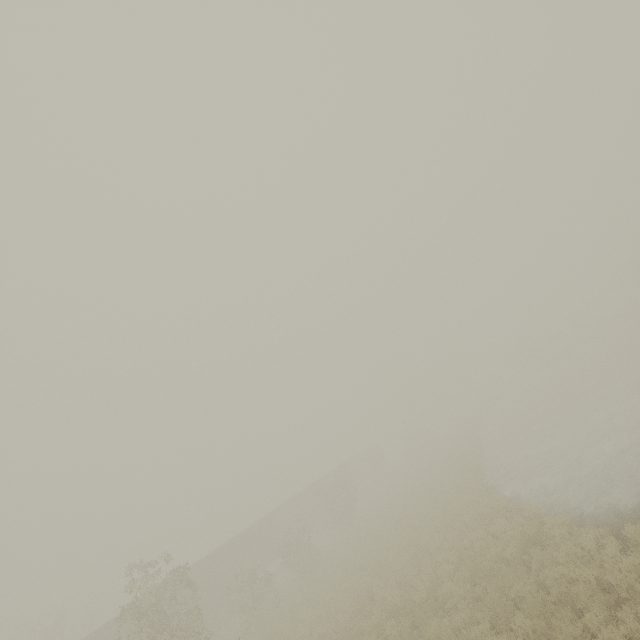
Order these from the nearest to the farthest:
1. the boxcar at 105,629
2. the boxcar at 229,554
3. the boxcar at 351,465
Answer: the boxcar at 105,629, the boxcar at 229,554, the boxcar at 351,465

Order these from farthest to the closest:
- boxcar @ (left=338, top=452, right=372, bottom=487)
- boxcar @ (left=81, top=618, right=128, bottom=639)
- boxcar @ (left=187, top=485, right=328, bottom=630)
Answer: boxcar @ (left=338, top=452, right=372, bottom=487)
boxcar @ (left=187, top=485, right=328, bottom=630)
boxcar @ (left=81, top=618, right=128, bottom=639)

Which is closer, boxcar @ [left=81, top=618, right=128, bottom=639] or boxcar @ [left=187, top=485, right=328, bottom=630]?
boxcar @ [left=81, top=618, right=128, bottom=639]

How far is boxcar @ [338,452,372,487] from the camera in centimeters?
4622cm

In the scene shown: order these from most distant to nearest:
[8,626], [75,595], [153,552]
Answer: [153,552], [75,595], [8,626]

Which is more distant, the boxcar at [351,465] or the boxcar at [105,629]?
the boxcar at [351,465]
